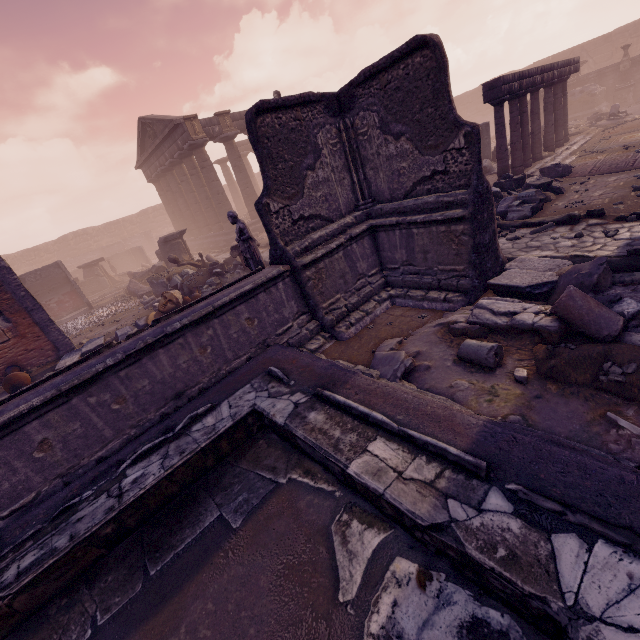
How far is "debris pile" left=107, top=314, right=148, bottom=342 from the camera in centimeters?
1015cm

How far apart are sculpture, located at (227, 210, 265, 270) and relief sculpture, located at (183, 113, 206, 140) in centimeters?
1497cm

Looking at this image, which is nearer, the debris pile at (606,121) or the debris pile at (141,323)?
the debris pile at (141,323)

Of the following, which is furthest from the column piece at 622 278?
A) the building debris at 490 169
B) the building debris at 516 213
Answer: the building debris at 490 169

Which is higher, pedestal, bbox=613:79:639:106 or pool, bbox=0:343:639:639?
pedestal, bbox=613:79:639:106

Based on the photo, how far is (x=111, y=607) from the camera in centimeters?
270cm

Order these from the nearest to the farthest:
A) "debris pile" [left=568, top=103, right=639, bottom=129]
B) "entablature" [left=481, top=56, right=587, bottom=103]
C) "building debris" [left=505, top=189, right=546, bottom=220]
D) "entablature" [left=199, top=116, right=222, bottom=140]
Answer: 1. "building debris" [left=505, top=189, right=546, bottom=220]
2. "entablature" [left=481, top=56, right=587, bottom=103]
3. "debris pile" [left=568, top=103, right=639, bottom=129]
4. "entablature" [left=199, top=116, right=222, bottom=140]

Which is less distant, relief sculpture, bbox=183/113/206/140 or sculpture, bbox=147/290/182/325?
sculpture, bbox=147/290/182/325
